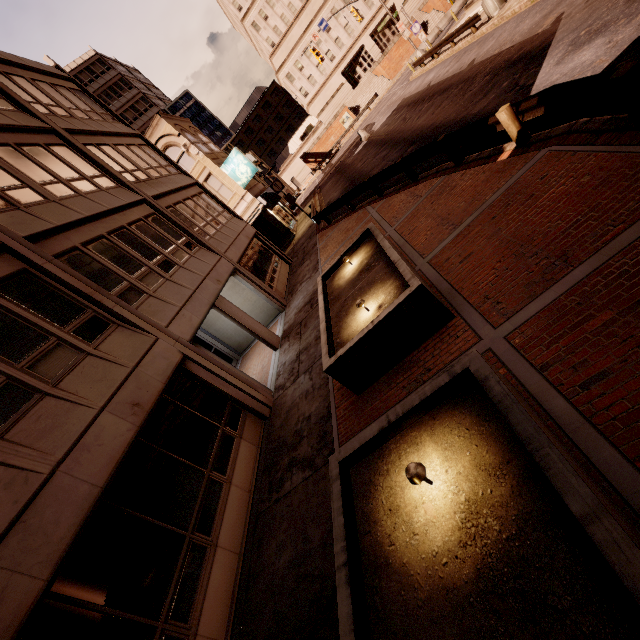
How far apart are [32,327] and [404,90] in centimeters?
3749cm

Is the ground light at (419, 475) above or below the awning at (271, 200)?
below

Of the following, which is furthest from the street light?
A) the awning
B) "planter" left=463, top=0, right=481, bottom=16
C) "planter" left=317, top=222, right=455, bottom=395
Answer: "planter" left=317, top=222, right=455, bottom=395

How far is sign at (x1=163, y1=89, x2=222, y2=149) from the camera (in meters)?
56.62

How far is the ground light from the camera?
3.2 meters

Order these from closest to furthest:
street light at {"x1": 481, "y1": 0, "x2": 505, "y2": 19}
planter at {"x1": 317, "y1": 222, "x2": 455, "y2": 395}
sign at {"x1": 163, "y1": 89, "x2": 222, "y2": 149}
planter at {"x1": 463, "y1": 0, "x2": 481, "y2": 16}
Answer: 1. planter at {"x1": 317, "y1": 222, "x2": 455, "y2": 395}
2. street light at {"x1": 481, "y1": 0, "x2": 505, "y2": 19}
3. planter at {"x1": 463, "y1": 0, "x2": 481, "y2": 16}
4. sign at {"x1": 163, "y1": 89, "x2": 222, "y2": 149}

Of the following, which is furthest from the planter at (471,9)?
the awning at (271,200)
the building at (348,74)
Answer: the building at (348,74)

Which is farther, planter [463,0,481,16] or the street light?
planter [463,0,481,16]
